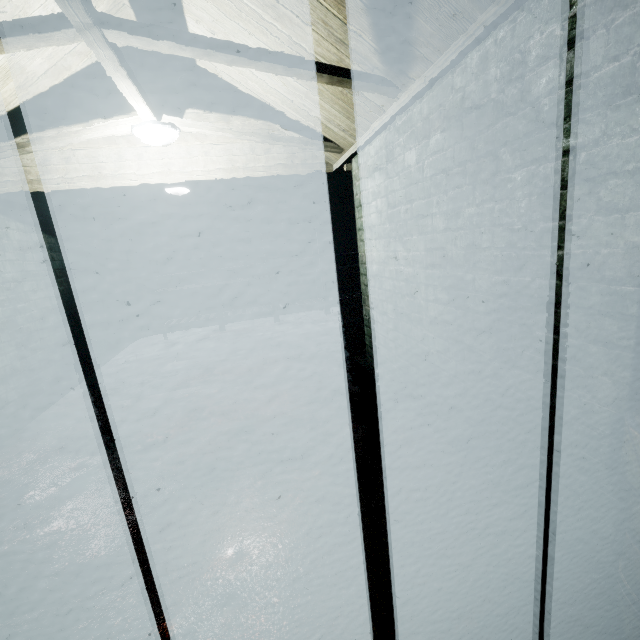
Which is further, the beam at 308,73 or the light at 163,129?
the light at 163,129

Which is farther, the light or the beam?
the light

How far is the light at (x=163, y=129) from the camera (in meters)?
2.30

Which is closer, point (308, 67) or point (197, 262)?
point (308, 67)

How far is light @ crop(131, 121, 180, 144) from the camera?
2.30m
